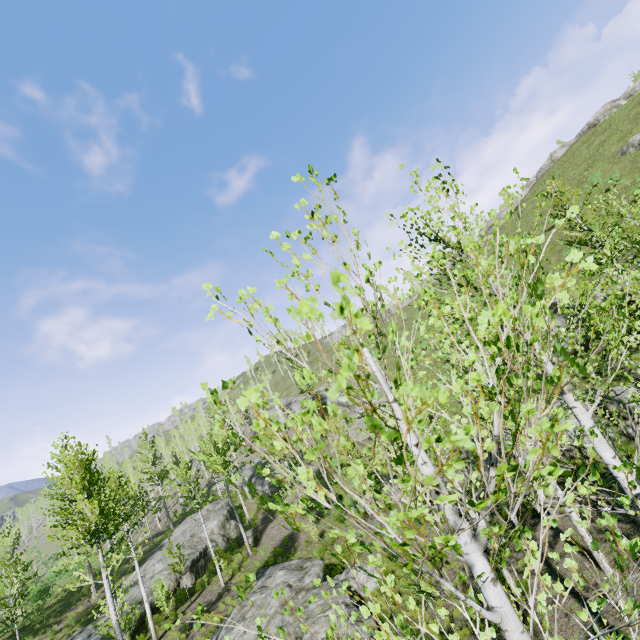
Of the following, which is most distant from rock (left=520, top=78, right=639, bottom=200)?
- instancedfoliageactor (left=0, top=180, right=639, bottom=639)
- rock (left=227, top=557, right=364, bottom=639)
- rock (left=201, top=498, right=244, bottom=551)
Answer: rock (left=227, top=557, right=364, bottom=639)

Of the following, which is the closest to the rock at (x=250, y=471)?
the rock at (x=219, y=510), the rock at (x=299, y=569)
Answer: the rock at (x=219, y=510)

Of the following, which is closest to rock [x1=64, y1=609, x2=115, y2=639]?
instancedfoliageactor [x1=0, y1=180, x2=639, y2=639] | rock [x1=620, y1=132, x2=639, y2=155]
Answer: instancedfoliageactor [x1=0, y1=180, x2=639, y2=639]

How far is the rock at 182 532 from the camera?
22.2m

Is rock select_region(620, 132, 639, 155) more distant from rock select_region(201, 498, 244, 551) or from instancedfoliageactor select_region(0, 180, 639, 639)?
rock select_region(201, 498, 244, 551)

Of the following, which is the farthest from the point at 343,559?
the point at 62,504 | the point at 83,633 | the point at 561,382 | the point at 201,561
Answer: the point at 62,504

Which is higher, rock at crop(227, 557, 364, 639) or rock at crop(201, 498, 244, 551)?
rock at crop(201, 498, 244, 551)

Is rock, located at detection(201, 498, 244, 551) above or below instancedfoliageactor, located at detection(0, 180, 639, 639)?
below
